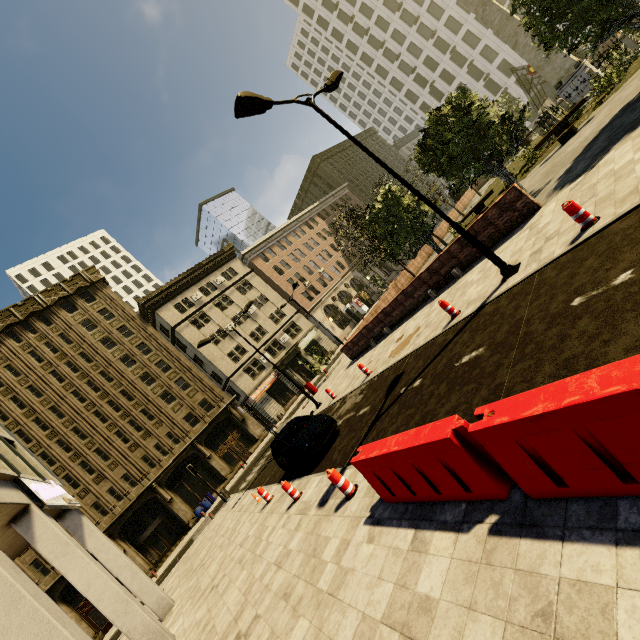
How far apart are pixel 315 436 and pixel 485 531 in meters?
8.1 m

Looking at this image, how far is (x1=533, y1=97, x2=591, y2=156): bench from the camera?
15.6m

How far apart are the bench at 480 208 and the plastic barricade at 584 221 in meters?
14.2 m

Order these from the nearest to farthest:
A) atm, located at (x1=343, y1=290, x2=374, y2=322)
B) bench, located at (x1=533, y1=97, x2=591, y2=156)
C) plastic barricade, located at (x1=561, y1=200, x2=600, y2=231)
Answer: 1. plastic barricade, located at (x1=561, y1=200, x2=600, y2=231)
2. bench, located at (x1=533, y1=97, x2=591, y2=156)
3. atm, located at (x1=343, y1=290, x2=374, y2=322)

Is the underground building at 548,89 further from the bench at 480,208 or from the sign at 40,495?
the sign at 40,495

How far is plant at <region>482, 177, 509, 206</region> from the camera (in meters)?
20.85

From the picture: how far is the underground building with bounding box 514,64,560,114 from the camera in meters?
34.0

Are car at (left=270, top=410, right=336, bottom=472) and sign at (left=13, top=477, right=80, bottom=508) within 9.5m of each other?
yes
